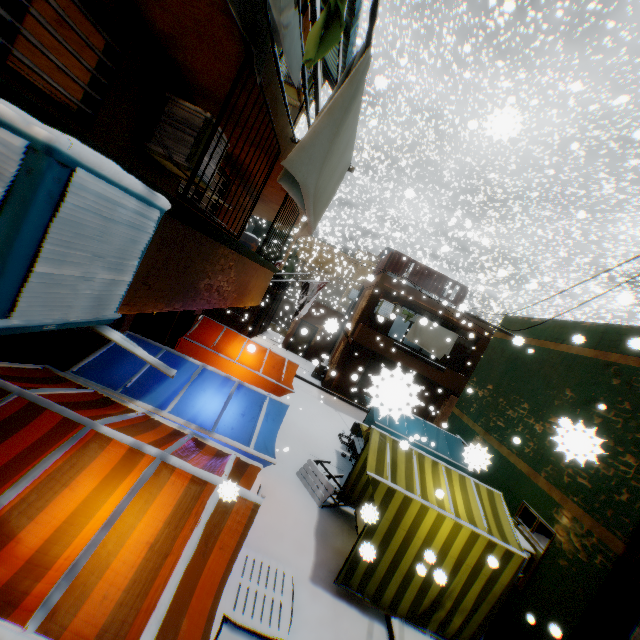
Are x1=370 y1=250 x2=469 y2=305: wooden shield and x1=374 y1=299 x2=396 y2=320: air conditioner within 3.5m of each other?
yes

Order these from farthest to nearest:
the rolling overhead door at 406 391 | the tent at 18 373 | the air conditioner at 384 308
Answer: the air conditioner at 384 308
the tent at 18 373
the rolling overhead door at 406 391

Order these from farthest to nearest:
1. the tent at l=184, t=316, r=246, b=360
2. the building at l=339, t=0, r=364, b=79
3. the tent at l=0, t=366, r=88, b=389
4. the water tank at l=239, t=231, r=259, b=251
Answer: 1. the water tank at l=239, t=231, r=259, b=251
2. the tent at l=184, t=316, r=246, b=360
3. the building at l=339, t=0, r=364, b=79
4. the tent at l=0, t=366, r=88, b=389

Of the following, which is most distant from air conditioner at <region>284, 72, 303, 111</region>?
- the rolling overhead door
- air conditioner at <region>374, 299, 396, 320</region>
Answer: the rolling overhead door

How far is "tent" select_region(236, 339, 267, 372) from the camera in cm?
646

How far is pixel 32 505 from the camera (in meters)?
2.31

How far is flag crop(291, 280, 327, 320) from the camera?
12.89m

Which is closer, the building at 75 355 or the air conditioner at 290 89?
the building at 75 355
